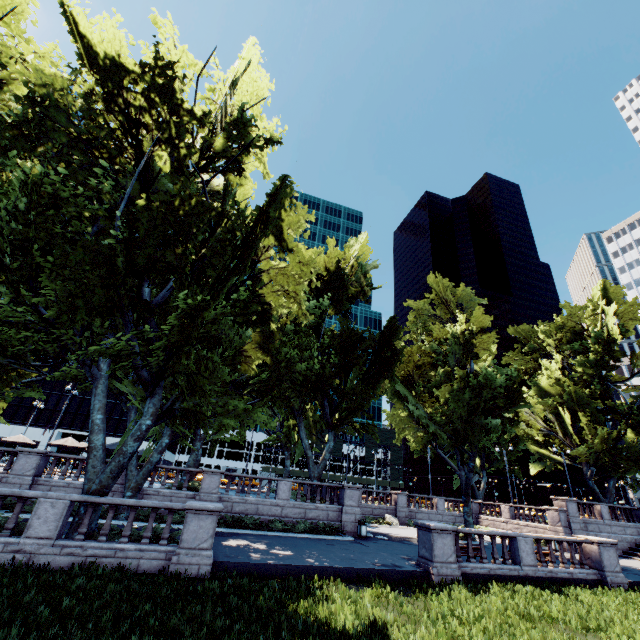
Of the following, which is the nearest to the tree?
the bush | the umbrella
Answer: the bush

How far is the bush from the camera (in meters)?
19.42

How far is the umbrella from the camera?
25.5 meters

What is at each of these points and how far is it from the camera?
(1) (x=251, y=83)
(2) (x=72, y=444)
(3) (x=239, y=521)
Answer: (1) tree, 18.45m
(2) umbrella, 26.05m
(3) bush, 19.52m

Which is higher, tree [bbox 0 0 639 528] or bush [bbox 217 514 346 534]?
tree [bbox 0 0 639 528]

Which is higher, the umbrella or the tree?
the tree

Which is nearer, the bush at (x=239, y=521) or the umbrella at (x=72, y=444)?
the bush at (x=239, y=521)

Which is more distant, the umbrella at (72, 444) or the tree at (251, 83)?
the umbrella at (72, 444)
